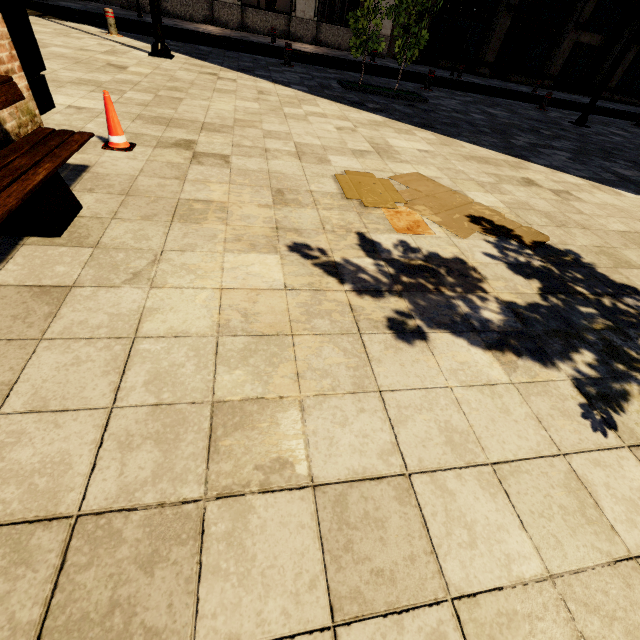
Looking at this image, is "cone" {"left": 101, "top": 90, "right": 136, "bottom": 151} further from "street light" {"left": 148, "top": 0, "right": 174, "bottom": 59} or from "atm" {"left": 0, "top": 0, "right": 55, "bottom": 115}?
"street light" {"left": 148, "top": 0, "right": 174, "bottom": 59}

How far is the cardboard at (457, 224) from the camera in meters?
3.2 m

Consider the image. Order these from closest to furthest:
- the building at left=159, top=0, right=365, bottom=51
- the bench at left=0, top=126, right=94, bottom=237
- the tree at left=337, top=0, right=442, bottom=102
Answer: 1. the bench at left=0, top=126, right=94, bottom=237
2. the tree at left=337, top=0, right=442, bottom=102
3. the building at left=159, top=0, right=365, bottom=51

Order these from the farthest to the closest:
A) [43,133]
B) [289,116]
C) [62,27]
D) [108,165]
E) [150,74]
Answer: [62,27]
[150,74]
[289,116]
[108,165]
[43,133]

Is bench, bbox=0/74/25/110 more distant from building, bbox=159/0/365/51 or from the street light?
building, bbox=159/0/365/51

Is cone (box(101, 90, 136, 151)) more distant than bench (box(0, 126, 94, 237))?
Yes

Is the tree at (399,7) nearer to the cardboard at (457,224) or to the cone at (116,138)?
the cardboard at (457,224)

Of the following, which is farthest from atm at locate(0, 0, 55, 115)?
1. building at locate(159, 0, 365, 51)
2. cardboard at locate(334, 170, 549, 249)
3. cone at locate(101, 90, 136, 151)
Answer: building at locate(159, 0, 365, 51)
